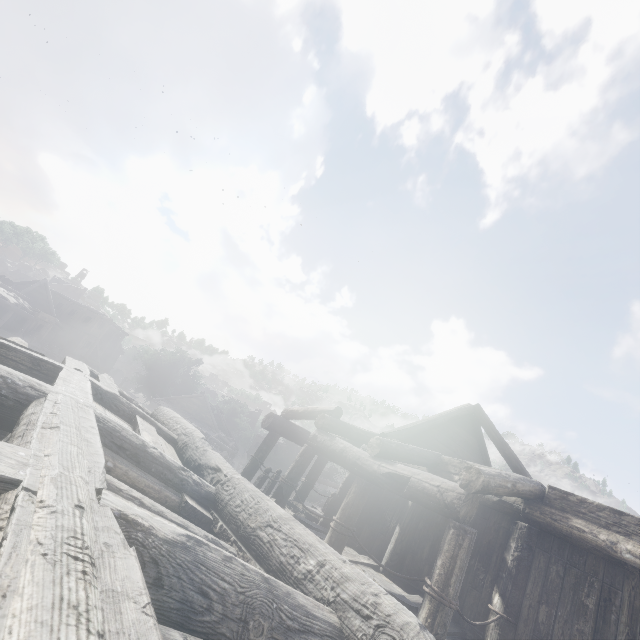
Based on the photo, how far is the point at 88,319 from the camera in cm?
4628
